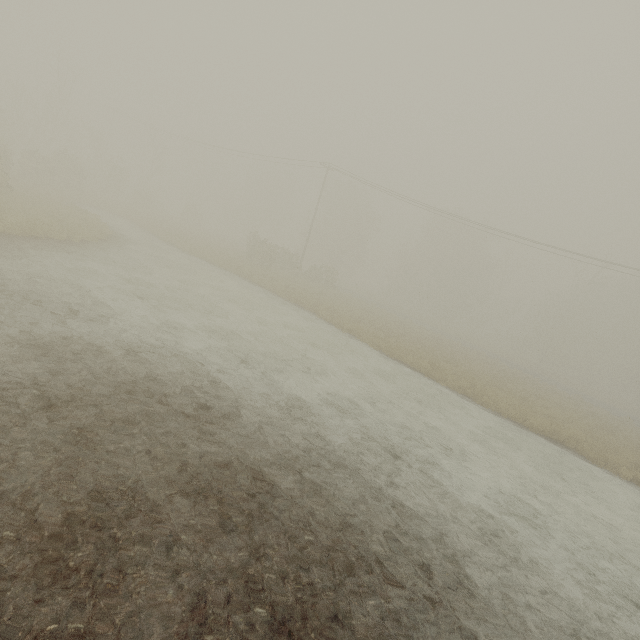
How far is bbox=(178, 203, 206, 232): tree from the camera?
47.5 meters

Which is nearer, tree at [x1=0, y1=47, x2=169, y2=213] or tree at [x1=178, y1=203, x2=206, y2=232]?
tree at [x1=0, y1=47, x2=169, y2=213]

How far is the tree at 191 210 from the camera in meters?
→ 47.5 m

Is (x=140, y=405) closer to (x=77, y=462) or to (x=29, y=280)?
(x=77, y=462)

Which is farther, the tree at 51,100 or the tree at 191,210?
the tree at 191,210
